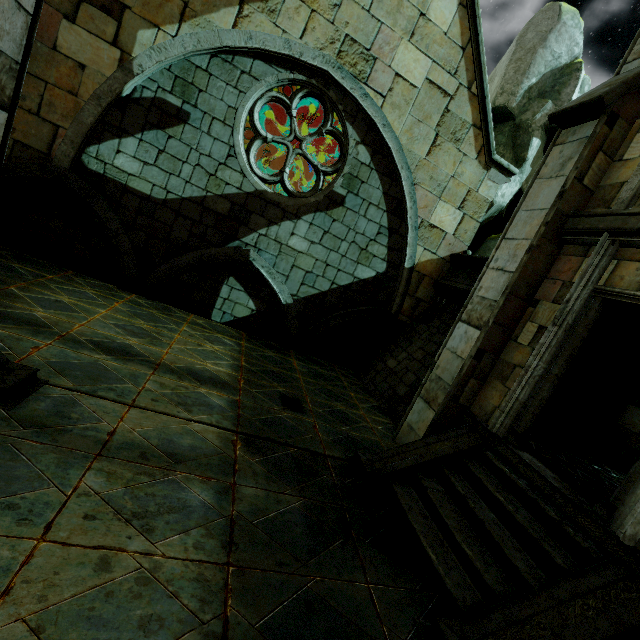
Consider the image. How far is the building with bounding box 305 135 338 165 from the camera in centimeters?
1350cm

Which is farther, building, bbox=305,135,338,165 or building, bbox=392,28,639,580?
building, bbox=305,135,338,165

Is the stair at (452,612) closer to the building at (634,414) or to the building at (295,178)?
the building at (634,414)

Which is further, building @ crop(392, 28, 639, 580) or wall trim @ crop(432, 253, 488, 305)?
wall trim @ crop(432, 253, 488, 305)

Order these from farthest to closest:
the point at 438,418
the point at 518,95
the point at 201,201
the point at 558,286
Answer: the point at 518,95
the point at 201,201
the point at 438,418
the point at 558,286

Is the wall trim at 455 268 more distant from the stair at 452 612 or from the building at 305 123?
the stair at 452 612

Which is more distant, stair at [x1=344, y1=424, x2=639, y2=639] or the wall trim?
the wall trim

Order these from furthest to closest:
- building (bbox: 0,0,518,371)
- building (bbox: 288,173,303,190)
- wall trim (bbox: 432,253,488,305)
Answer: building (bbox: 288,173,303,190)
wall trim (bbox: 432,253,488,305)
building (bbox: 0,0,518,371)
